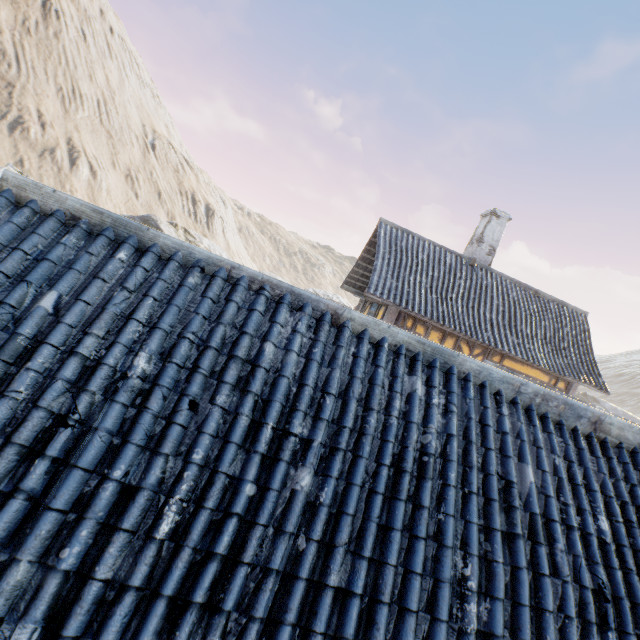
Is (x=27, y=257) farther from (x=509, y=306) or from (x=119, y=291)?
(x=509, y=306)

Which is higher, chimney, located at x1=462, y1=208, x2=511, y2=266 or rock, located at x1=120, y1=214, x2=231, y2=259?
chimney, located at x1=462, y1=208, x2=511, y2=266

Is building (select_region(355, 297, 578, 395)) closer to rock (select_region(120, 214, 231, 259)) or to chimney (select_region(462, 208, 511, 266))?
chimney (select_region(462, 208, 511, 266))

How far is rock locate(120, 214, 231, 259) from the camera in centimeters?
3344cm

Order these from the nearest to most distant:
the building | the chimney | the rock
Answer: the building → the chimney → the rock

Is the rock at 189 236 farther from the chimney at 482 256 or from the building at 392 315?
the chimney at 482 256

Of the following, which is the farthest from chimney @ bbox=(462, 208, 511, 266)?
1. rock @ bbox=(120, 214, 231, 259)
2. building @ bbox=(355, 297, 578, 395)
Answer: rock @ bbox=(120, 214, 231, 259)
